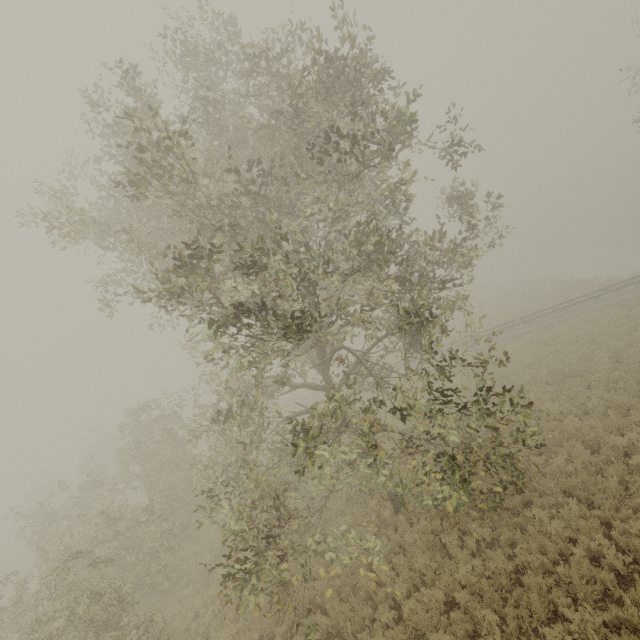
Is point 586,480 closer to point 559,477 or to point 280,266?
point 559,477
